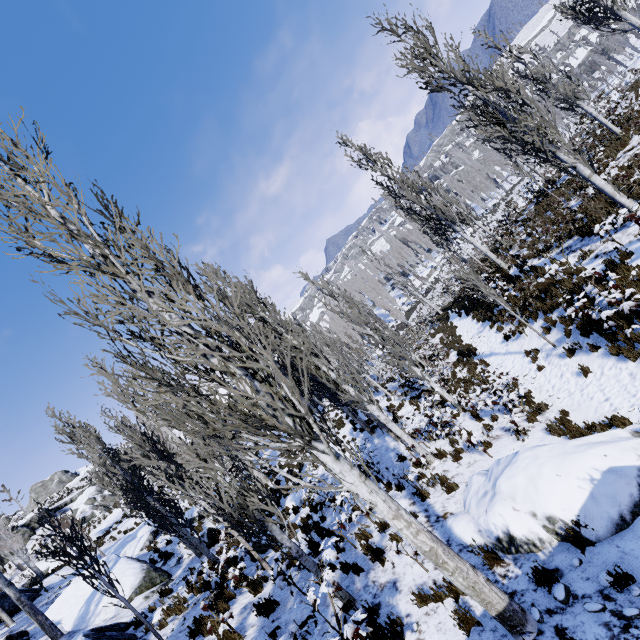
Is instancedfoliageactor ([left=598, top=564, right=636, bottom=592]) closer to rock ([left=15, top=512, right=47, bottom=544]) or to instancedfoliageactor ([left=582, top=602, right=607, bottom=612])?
instancedfoliageactor ([left=582, top=602, right=607, bottom=612])

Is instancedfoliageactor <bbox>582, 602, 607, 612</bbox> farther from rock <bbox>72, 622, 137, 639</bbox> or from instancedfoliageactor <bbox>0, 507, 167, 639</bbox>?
rock <bbox>72, 622, 137, 639</bbox>

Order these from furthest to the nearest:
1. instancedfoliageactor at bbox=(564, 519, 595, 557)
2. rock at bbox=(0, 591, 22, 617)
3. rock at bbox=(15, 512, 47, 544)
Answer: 1. rock at bbox=(15, 512, 47, 544)
2. rock at bbox=(0, 591, 22, 617)
3. instancedfoliageactor at bbox=(564, 519, 595, 557)

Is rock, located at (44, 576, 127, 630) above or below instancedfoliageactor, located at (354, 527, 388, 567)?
above

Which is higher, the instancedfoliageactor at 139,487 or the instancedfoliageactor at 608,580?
the instancedfoliageactor at 139,487

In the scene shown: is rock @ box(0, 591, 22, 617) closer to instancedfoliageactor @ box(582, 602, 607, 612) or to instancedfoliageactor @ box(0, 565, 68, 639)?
instancedfoliageactor @ box(0, 565, 68, 639)

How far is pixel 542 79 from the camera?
14.6 meters

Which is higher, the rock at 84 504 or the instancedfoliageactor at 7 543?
the rock at 84 504
